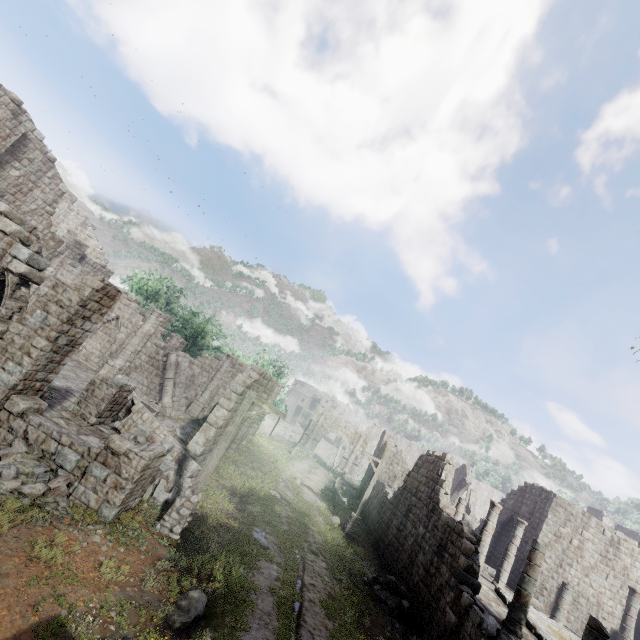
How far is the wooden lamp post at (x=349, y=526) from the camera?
19.09m

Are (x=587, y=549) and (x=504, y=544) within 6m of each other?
yes

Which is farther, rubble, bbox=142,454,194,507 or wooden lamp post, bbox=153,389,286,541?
rubble, bbox=142,454,194,507

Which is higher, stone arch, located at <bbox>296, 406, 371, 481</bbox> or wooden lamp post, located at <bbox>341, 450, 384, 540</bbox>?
stone arch, located at <bbox>296, 406, 371, 481</bbox>

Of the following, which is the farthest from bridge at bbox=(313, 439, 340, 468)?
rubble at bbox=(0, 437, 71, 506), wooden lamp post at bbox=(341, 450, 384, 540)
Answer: rubble at bbox=(0, 437, 71, 506)

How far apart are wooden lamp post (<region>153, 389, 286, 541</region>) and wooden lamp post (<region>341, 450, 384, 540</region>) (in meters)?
11.57

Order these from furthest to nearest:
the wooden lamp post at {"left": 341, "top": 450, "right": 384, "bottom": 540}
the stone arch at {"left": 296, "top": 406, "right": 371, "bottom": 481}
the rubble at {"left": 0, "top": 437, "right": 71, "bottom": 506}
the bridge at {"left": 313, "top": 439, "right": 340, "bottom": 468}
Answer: the bridge at {"left": 313, "top": 439, "right": 340, "bottom": 468} < the stone arch at {"left": 296, "top": 406, "right": 371, "bottom": 481} < the wooden lamp post at {"left": 341, "top": 450, "right": 384, "bottom": 540} < the rubble at {"left": 0, "top": 437, "right": 71, "bottom": 506}

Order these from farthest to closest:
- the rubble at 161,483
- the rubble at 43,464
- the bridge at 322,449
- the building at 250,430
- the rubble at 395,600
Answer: the bridge at 322,449 → the building at 250,430 → the rubble at 395,600 → the rubble at 161,483 → the rubble at 43,464
